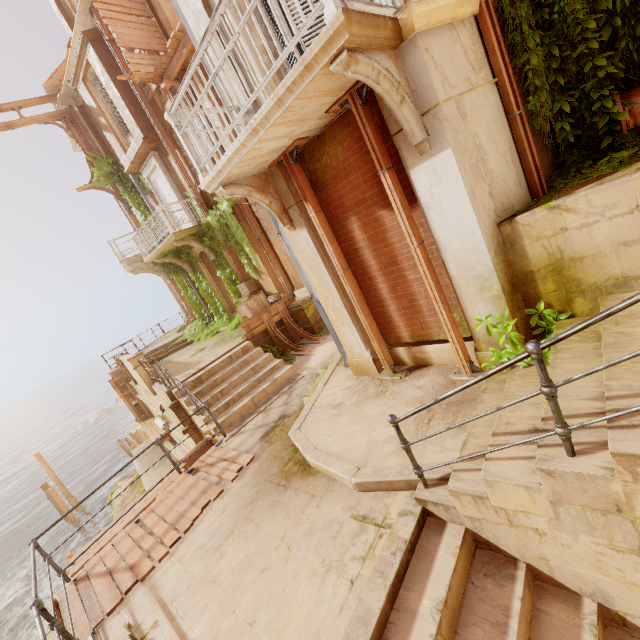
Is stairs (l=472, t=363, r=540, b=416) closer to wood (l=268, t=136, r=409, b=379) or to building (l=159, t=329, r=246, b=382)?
building (l=159, t=329, r=246, b=382)

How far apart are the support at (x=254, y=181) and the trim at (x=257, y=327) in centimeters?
531cm

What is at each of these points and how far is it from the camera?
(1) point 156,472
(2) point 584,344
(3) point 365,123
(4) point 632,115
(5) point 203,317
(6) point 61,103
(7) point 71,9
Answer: (1) building, 15.66m
(2) stairs, 3.45m
(3) wood, 4.05m
(4) pipe, 3.93m
(5) plant, 17.44m
(6) trim, 15.20m
(7) window, 12.45m

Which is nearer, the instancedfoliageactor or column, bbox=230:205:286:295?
the instancedfoliageactor

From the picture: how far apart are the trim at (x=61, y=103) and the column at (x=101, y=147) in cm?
1

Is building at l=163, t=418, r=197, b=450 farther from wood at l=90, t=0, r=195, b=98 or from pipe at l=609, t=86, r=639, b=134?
wood at l=90, t=0, r=195, b=98

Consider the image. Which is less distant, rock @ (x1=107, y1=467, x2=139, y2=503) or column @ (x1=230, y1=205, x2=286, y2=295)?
column @ (x1=230, y1=205, x2=286, y2=295)

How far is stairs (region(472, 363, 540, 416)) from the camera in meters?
3.6 m
